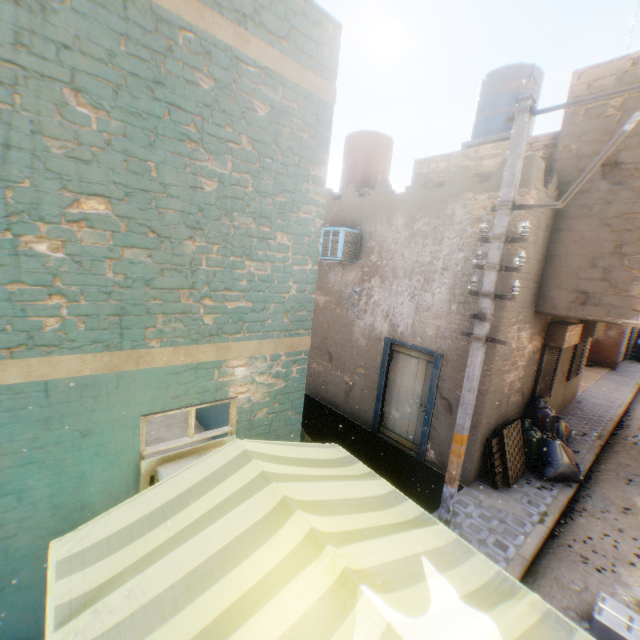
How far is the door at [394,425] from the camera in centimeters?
740cm

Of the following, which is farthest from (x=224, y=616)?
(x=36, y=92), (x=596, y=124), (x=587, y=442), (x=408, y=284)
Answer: (x=587, y=442)

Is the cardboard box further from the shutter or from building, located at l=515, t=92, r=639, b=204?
the shutter

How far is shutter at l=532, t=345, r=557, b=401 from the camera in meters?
8.2 m

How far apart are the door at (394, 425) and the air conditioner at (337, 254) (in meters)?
0.74

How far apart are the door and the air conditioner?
0.7 meters

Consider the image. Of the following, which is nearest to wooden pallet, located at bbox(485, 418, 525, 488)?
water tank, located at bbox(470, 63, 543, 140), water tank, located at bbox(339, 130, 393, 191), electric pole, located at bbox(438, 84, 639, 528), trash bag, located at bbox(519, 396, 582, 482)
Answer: trash bag, located at bbox(519, 396, 582, 482)

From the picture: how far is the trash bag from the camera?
7.1 meters
